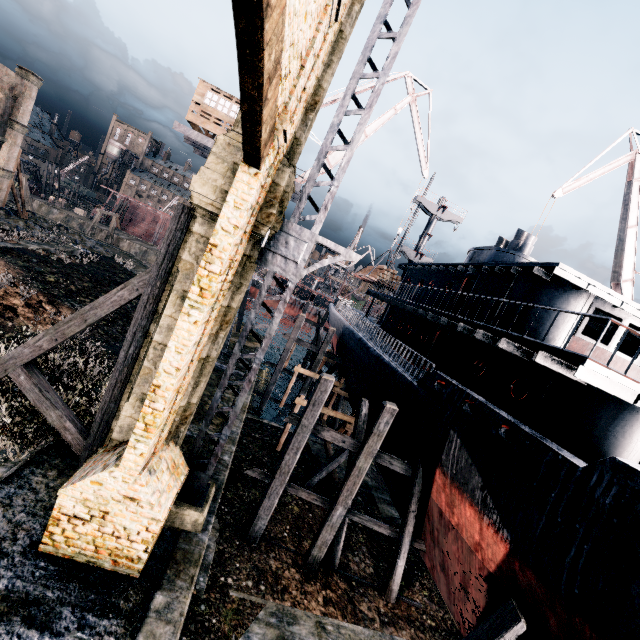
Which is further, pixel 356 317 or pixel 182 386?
pixel 356 317

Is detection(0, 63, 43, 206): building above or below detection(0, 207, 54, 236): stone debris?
above

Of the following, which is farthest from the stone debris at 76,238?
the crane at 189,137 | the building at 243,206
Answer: the building at 243,206

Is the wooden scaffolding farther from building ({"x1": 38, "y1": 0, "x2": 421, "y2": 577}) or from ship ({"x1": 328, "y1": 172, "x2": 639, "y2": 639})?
building ({"x1": 38, "y1": 0, "x2": 421, "y2": 577})

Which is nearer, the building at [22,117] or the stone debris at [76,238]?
the building at [22,117]

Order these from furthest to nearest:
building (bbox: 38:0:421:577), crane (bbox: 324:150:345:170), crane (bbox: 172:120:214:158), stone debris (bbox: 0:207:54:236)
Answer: stone debris (bbox: 0:207:54:236) < crane (bbox: 324:150:345:170) < crane (bbox: 172:120:214:158) < building (bbox: 38:0:421:577)

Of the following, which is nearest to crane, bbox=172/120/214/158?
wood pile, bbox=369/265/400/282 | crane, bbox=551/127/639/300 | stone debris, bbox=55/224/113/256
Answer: wood pile, bbox=369/265/400/282

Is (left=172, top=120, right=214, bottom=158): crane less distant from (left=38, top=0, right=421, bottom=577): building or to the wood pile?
the wood pile
